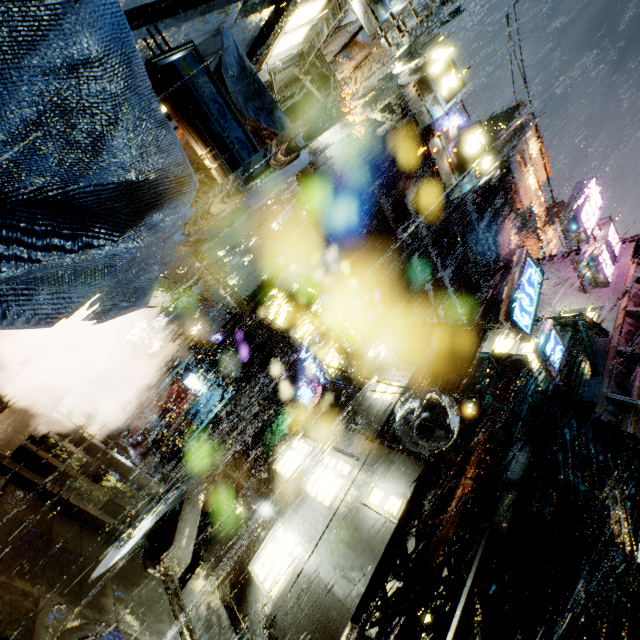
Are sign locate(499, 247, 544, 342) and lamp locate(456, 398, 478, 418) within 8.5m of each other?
yes

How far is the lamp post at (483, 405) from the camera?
7.30m

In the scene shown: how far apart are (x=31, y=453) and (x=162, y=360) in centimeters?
2135cm

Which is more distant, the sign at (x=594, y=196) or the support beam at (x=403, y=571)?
the sign at (x=594, y=196)

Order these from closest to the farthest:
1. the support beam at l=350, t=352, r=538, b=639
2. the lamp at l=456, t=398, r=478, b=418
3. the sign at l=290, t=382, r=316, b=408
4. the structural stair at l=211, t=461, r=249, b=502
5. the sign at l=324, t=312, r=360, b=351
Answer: the support beam at l=350, t=352, r=538, b=639
the lamp at l=456, t=398, r=478, b=418
the sign at l=324, t=312, r=360, b=351
the structural stair at l=211, t=461, r=249, b=502
the sign at l=290, t=382, r=316, b=408

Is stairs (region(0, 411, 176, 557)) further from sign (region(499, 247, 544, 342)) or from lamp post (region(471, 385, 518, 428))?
sign (region(499, 247, 544, 342))

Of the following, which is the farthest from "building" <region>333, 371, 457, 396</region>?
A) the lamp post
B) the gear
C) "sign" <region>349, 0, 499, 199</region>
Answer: the lamp post

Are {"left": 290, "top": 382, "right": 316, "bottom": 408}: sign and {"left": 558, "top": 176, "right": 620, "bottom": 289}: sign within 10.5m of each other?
no
